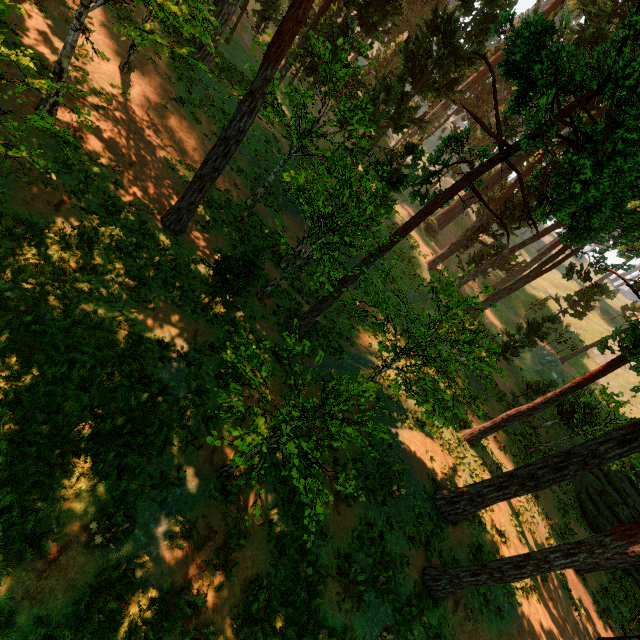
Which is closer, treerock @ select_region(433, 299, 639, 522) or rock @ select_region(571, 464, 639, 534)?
treerock @ select_region(433, 299, 639, 522)

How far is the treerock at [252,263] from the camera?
10.8 meters

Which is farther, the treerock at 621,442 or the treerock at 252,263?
the treerock at 252,263

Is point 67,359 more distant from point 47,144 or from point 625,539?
point 625,539

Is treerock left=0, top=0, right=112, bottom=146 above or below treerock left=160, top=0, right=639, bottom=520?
below

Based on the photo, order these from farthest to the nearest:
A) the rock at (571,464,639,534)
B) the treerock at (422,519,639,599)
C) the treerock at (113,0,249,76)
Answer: the rock at (571,464,639,534), the treerock at (113,0,249,76), the treerock at (422,519,639,599)

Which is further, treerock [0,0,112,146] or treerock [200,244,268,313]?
treerock [200,244,268,313]

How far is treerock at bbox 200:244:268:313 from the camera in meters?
10.8
